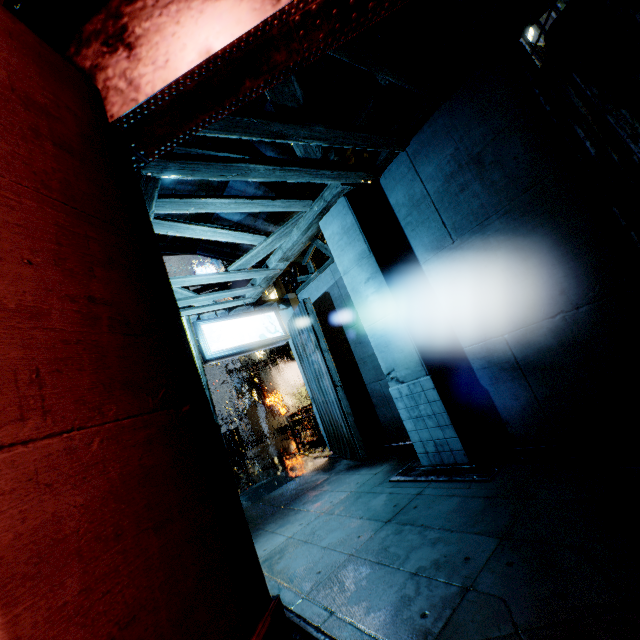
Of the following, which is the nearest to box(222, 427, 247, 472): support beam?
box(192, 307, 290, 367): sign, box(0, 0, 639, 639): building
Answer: box(0, 0, 639, 639): building

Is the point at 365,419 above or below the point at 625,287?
below

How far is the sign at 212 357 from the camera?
8.5 meters

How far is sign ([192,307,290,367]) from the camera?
8.5 meters

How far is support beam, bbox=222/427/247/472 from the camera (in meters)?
20.06

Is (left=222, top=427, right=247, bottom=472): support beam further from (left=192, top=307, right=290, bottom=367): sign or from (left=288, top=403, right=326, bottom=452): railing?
(left=192, top=307, right=290, bottom=367): sign

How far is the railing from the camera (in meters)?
13.70

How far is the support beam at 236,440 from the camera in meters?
20.1 m
